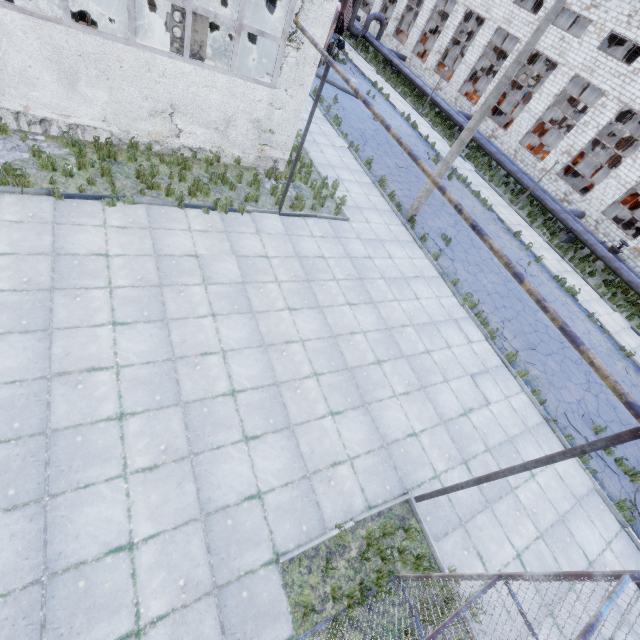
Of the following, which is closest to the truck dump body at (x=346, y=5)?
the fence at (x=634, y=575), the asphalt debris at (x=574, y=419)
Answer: the asphalt debris at (x=574, y=419)

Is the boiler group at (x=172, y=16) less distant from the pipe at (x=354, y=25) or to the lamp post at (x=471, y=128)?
the lamp post at (x=471, y=128)

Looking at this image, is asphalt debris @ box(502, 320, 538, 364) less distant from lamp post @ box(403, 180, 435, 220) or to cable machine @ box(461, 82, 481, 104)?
lamp post @ box(403, 180, 435, 220)

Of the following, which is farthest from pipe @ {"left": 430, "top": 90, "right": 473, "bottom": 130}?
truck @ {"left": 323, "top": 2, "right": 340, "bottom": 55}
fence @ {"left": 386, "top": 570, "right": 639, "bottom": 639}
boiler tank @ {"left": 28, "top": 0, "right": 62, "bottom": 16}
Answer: fence @ {"left": 386, "top": 570, "right": 639, "bottom": 639}

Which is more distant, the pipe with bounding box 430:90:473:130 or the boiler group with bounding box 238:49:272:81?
the pipe with bounding box 430:90:473:130

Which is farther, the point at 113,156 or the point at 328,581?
the point at 113,156

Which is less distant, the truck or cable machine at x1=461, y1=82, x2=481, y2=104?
the truck

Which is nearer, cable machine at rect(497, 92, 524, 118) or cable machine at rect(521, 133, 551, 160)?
cable machine at rect(521, 133, 551, 160)
